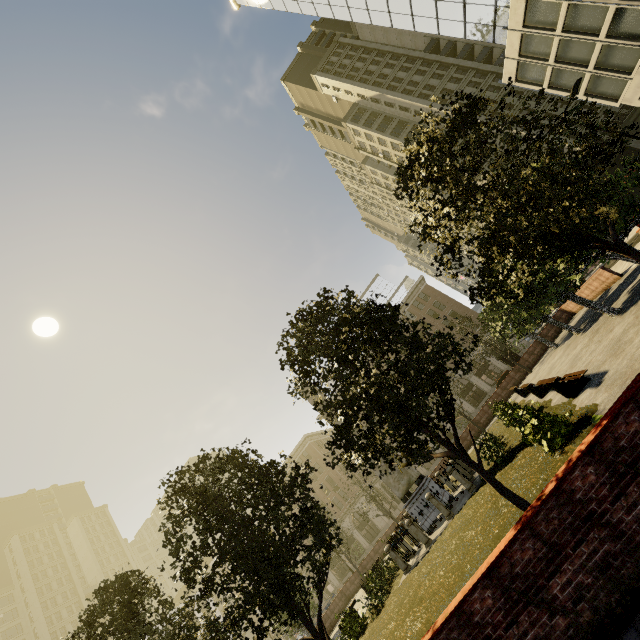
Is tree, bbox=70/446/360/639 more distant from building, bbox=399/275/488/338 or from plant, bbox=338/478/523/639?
building, bbox=399/275/488/338

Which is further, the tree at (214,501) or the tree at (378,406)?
the tree at (214,501)

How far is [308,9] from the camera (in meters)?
41.75

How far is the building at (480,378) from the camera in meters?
48.1 m

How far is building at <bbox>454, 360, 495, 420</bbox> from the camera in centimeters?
4806cm

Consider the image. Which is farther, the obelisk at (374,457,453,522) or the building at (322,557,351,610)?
the building at (322,557,351,610)

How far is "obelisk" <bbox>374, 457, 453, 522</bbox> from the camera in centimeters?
1706cm

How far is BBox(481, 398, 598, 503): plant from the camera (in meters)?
8.19
